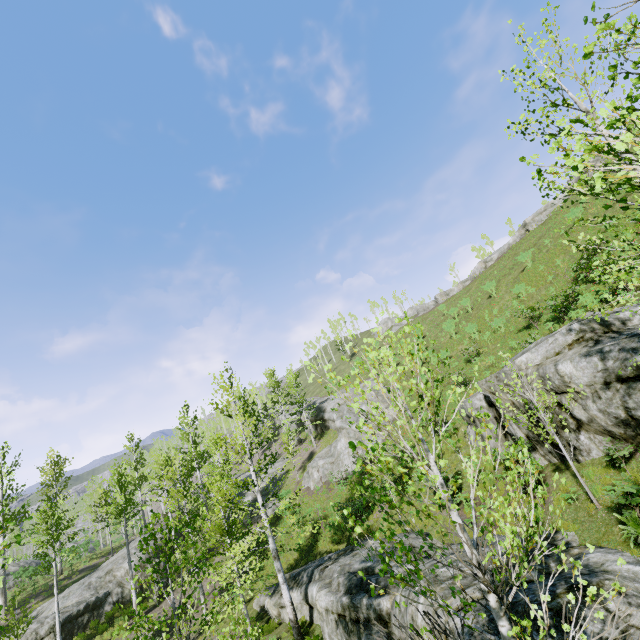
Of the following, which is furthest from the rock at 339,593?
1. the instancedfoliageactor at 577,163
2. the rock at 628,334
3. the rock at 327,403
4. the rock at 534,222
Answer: the rock at 534,222

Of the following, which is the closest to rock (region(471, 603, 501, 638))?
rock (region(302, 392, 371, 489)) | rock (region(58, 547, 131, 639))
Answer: rock (region(302, 392, 371, 489))

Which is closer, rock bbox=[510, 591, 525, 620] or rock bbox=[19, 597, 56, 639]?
rock bbox=[510, 591, 525, 620]

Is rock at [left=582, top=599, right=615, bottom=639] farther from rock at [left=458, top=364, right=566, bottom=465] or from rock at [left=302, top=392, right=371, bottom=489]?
rock at [left=302, top=392, right=371, bottom=489]

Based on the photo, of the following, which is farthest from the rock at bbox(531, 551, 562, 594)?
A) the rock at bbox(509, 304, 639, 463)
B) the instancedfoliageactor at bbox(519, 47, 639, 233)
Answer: the rock at bbox(509, 304, 639, 463)

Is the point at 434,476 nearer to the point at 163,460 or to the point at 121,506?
the point at 121,506

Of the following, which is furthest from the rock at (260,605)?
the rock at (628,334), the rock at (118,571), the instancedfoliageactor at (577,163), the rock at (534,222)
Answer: the rock at (534,222)

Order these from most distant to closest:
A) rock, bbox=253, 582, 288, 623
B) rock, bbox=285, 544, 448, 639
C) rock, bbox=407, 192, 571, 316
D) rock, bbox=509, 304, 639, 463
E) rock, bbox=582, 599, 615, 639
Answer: rock, bbox=407, 192, 571, 316 < rock, bbox=253, 582, 288, 623 < rock, bbox=509, 304, 639, 463 < rock, bbox=285, 544, 448, 639 < rock, bbox=582, 599, 615, 639
